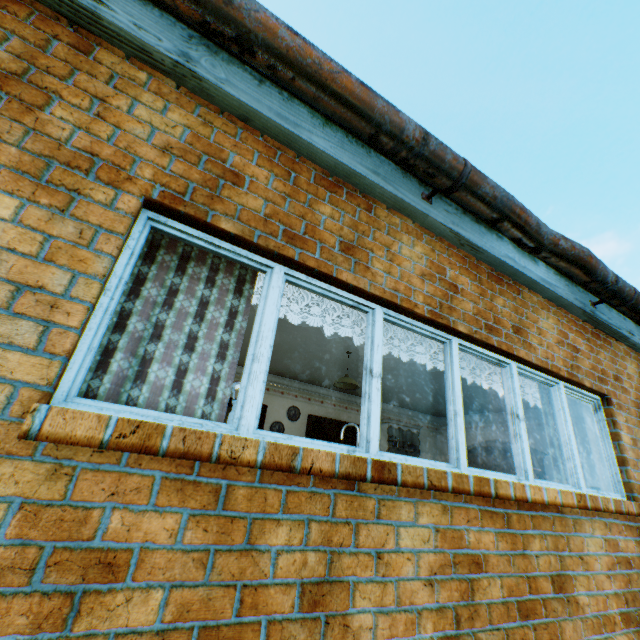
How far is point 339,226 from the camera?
2.6m

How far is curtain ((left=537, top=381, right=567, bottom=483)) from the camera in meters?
3.5

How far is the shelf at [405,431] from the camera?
9.25m

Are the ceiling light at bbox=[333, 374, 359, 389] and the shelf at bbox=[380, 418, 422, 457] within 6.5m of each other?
yes

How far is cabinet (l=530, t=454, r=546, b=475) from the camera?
11.3 meters

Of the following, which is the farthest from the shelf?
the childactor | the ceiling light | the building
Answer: the ceiling light

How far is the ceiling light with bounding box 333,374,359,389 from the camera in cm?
570

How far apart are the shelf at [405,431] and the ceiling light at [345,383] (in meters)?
3.83
